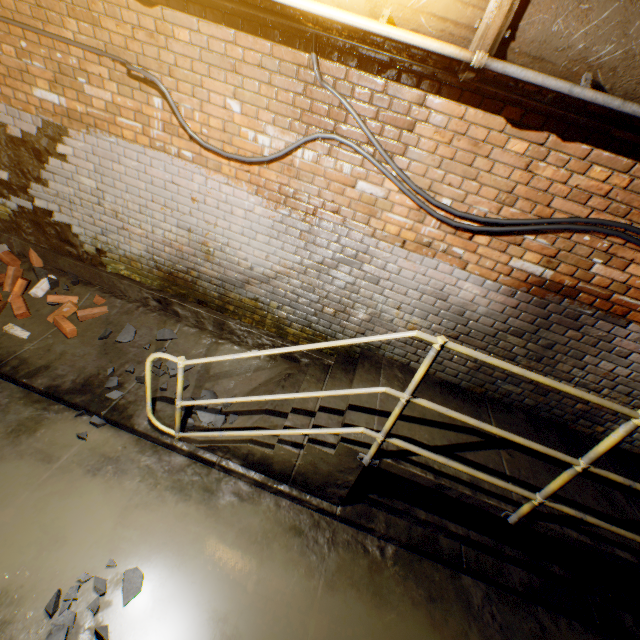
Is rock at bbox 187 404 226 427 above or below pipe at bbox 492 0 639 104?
below

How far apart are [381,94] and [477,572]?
4.2 meters

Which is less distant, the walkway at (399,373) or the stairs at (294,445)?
the stairs at (294,445)

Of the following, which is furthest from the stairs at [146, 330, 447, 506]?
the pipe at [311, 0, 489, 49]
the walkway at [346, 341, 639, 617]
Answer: the pipe at [311, 0, 489, 49]

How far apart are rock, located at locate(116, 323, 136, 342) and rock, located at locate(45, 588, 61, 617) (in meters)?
2.33

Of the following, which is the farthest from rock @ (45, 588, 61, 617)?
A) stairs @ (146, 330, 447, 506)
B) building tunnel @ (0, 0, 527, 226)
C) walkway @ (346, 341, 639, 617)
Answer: walkway @ (346, 341, 639, 617)

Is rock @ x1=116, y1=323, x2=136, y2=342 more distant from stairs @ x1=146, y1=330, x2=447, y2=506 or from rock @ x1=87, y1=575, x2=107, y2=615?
rock @ x1=87, y1=575, x2=107, y2=615

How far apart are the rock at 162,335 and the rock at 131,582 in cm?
231
